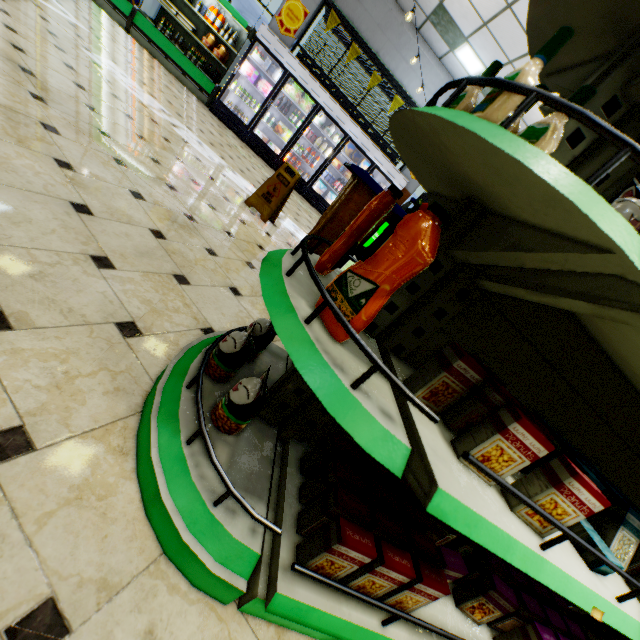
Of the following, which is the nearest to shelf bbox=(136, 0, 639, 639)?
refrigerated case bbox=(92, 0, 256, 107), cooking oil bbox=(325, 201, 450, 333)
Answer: cooking oil bbox=(325, 201, 450, 333)

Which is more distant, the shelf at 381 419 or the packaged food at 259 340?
the packaged food at 259 340

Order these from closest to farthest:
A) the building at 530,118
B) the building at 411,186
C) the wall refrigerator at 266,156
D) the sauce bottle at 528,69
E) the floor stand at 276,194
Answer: the sauce bottle at 528,69 → the floor stand at 276,194 → the building at 530,118 → the wall refrigerator at 266,156 → the building at 411,186

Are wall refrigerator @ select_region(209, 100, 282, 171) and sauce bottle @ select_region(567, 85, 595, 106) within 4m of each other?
no

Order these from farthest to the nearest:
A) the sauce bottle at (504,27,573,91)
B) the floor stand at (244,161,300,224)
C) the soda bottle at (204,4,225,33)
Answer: the soda bottle at (204,4,225,33) < the floor stand at (244,161,300,224) < the sauce bottle at (504,27,573,91)

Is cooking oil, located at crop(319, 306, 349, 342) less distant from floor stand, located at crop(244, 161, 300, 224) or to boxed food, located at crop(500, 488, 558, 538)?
boxed food, located at crop(500, 488, 558, 538)

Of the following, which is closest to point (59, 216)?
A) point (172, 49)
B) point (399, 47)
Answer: point (172, 49)

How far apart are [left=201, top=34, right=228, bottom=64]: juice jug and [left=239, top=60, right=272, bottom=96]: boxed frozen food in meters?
0.6
